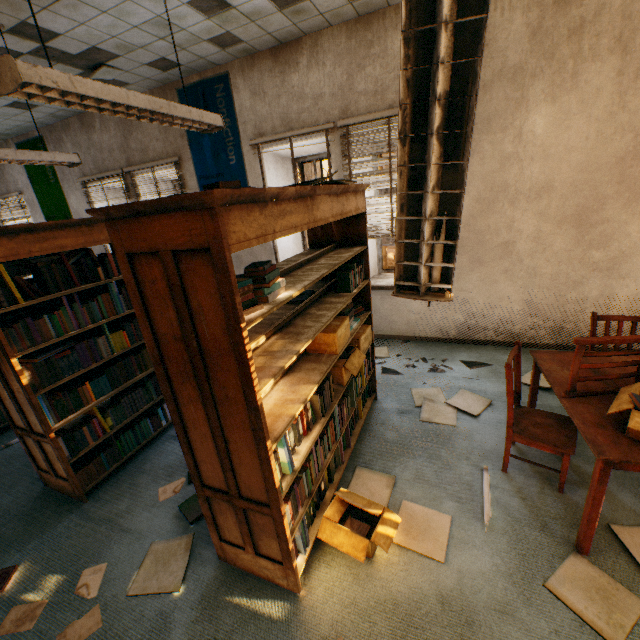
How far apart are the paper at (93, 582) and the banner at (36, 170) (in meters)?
6.93

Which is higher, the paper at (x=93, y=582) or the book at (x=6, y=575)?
the book at (x=6, y=575)

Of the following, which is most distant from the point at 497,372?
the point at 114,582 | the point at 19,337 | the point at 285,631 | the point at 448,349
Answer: the point at 19,337

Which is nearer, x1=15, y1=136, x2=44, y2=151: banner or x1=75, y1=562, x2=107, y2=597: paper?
x1=75, y1=562, x2=107, y2=597: paper

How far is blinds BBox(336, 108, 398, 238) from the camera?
3.90m

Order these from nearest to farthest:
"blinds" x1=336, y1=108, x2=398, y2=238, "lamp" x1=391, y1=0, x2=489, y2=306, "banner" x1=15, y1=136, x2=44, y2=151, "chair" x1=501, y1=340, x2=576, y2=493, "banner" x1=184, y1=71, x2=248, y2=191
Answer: "lamp" x1=391, y1=0, x2=489, y2=306 < "chair" x1=501, y1=340, x2=576, y2=493 < "blinds" x1=336, y1=108, x2=398, y2=238 < "banner" x1=184, y1=71, x2=248, y2=191 < "banner" x1=15, y1=136, x2=44, y2=151

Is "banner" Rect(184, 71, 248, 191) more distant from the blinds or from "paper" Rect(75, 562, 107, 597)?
"paper" Rect(75, 562, 107, 597)

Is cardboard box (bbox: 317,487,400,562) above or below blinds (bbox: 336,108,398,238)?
below
